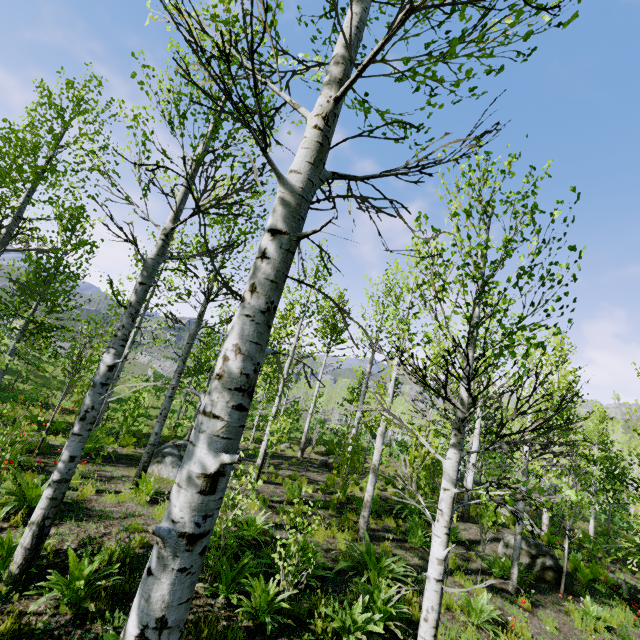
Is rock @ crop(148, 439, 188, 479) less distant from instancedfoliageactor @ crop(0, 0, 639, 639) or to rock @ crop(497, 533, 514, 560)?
instancedfoliageactor @ crop(0, 0, 639, 639)

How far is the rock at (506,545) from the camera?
10.23m

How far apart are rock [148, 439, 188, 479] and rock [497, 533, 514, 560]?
9.34m

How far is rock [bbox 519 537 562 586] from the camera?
9.29m

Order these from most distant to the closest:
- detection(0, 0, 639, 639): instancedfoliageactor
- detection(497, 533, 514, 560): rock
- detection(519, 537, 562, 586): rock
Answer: detection(497, 533, 514, 560): rock < detection(519, 537, 562, 586): rock < detection(0, 0, 639, 639): instancedfoliageactor

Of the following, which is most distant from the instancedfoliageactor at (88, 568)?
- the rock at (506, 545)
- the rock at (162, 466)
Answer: the rock at (162, 466)

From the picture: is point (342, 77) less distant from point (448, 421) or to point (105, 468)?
point (105, 468)
